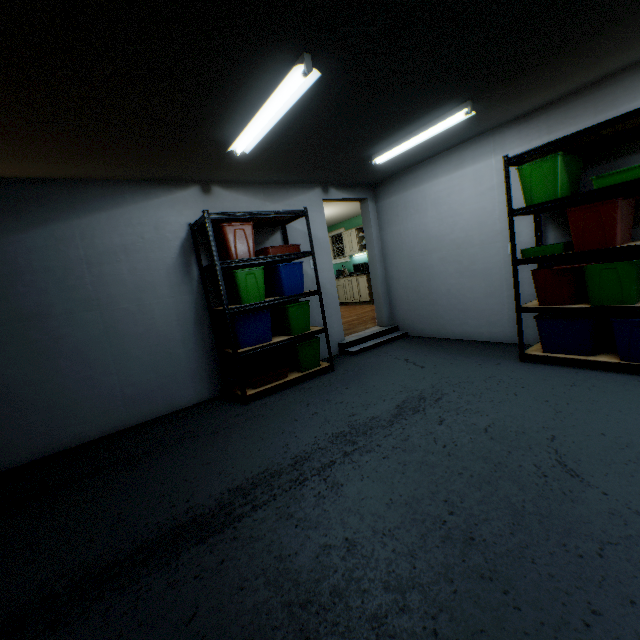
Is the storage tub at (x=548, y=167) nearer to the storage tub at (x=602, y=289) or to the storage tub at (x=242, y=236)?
the storage tub at (x=602, y=289)

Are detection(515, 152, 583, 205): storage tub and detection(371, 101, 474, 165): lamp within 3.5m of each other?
yes

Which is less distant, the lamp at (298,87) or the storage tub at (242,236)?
the lamp at (298,87)

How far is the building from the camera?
4.7 meters

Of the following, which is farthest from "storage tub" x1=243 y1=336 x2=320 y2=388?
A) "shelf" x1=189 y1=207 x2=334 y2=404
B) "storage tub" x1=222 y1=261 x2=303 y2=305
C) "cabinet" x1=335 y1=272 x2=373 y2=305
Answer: "cabinet" x1=335 y1=272 x2=373 y2=305

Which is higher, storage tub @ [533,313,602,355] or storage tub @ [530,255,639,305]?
storage tub @ [530,255,639,305]

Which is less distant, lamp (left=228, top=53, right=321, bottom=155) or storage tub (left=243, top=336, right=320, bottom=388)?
lamp (left=228, top=53, right=321, bottom=155)

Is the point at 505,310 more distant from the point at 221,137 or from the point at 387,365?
the point at 221,137
